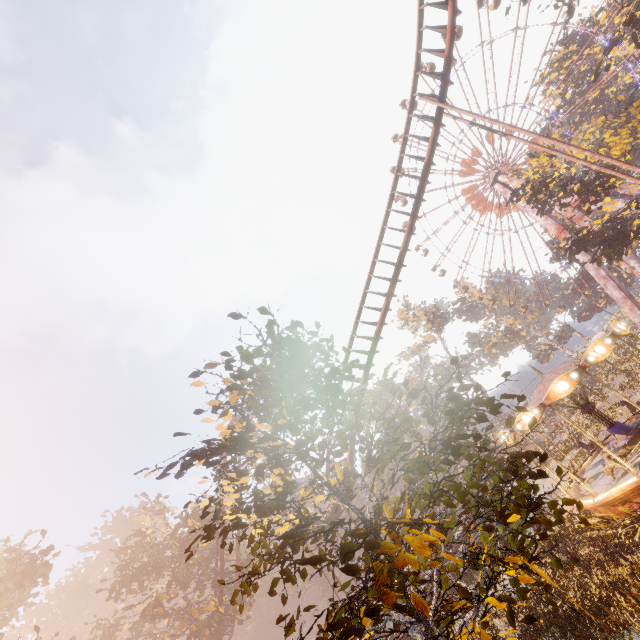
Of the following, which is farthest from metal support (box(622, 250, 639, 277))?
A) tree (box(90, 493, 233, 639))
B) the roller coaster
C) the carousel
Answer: tree (box(90, 493, 233, 639))

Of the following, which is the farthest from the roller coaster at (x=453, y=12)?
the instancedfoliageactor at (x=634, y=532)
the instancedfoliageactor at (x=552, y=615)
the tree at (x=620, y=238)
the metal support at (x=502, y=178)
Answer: the metal support at (x=502, y=178)

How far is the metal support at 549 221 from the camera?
41.28m

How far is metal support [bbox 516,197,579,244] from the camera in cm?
4128

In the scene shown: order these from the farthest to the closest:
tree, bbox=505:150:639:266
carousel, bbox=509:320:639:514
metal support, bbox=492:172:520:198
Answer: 1. metal support, bbox=492:172:520:198
2. tree, bbox=505:150:639:266
3. carousel, bbox=509:320:639:514

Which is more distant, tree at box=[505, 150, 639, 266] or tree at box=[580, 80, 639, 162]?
tree at box=[505, 150, 639, 266]

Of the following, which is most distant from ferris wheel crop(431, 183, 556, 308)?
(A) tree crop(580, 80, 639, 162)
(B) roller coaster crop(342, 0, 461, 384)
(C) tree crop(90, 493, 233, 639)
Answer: (C) tree crop(90, 493, 233, 639)

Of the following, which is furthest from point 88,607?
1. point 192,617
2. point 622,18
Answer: point 622,18
